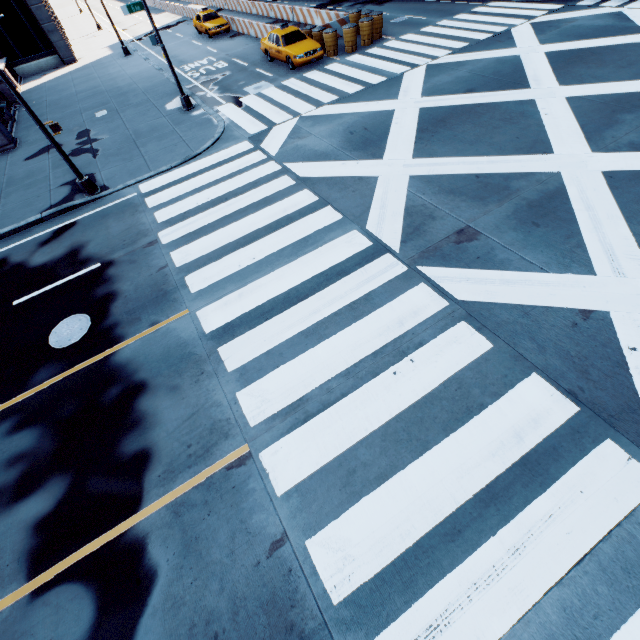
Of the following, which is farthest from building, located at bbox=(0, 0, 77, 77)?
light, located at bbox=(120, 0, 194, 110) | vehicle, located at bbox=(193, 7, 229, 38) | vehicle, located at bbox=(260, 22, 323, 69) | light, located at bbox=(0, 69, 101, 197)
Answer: light, located at bbox=(0, 69, 101, 197)

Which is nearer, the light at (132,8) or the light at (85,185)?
the light at (85,185)

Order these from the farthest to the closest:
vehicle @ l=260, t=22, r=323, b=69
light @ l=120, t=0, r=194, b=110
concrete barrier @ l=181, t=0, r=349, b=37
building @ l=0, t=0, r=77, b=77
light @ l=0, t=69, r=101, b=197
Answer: building @ l=0, t=0, r=77, b=77, concrete barrier @ l=181, t=0, r=349, b=37, vehicle @ l=260, t=22, r=323, b=69, light @ l=120, t=0, r=194, b=110, light @ l=0, t=69, r=101, b=197

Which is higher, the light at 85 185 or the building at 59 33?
the building at 59 33

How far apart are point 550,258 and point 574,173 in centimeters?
361cm

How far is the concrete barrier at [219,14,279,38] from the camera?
23.2m

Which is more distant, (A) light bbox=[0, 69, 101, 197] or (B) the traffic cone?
(B) the traffic cone

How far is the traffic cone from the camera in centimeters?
1802cm
